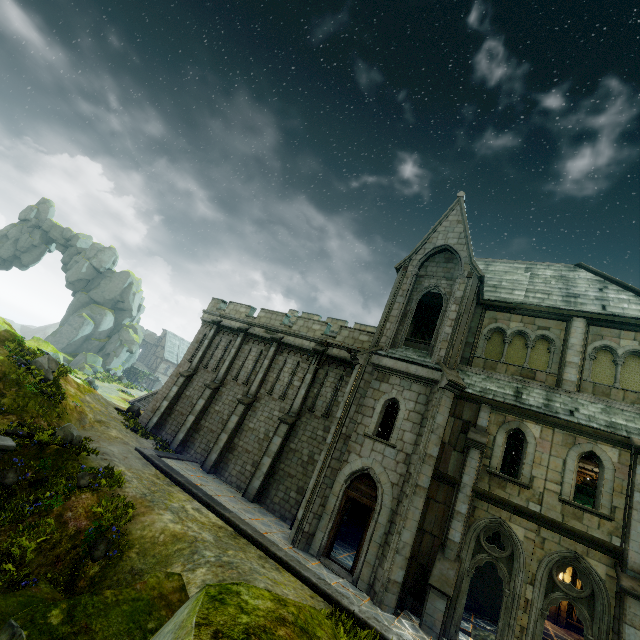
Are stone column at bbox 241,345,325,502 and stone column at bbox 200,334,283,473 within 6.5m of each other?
yes

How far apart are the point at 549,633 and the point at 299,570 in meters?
16.0

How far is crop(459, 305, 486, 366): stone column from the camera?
16.1m

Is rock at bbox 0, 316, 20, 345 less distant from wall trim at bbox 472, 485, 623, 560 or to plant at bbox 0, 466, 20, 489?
plant at bbox 0, 466, 20, 489

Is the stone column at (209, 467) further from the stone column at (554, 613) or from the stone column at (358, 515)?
the stone column at (554, 613)

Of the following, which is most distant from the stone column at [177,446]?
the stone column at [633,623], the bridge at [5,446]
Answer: the stone column at [633,623]

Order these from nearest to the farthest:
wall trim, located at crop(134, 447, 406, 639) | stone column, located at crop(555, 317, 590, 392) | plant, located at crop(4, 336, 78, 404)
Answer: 1. wall trim, located at crop(134, 447, 406, 639)
2. stone column, located at crop(555, 317, 590, 392)
3. plant, located at crop(4, 336, 78, 404)

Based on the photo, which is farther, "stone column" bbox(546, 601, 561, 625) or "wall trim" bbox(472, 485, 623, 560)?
"stone column" bbox(546, 601, 561, 625)
